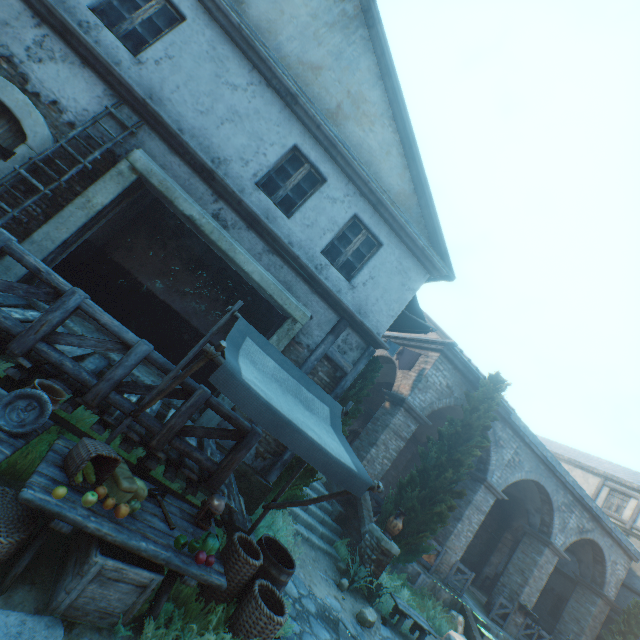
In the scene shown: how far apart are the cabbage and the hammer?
0.37m

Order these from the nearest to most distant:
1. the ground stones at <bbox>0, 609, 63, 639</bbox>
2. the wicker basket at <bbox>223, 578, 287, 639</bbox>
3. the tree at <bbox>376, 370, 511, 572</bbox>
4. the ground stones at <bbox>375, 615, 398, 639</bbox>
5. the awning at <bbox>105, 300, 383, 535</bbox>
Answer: the ground stones at <bbox>0, 609, 63, 639</bbox> → the awning at <bbox>105, 300, 383, 535</bbox> → the wicker basket at <bbox>223, 578, 287, 639</bbox> → the ground stones at <bbox>375, 615, 398, 639</bbox> → the tree at <bbox>376, 370, 511, 572</bbox>

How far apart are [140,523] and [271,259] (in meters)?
5.02

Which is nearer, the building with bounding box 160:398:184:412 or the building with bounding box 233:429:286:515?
the building with bounding box 160:398:184:412

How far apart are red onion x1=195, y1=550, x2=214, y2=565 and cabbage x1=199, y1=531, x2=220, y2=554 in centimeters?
6cm

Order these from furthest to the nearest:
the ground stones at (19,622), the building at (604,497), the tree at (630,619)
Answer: the building at (604,497) → the tree at (630,619) → the ground stones at (19,622)

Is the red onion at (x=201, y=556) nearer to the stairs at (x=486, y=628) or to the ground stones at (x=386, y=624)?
the ground stones at (x=386, y=624)

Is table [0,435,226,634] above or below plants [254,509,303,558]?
above
